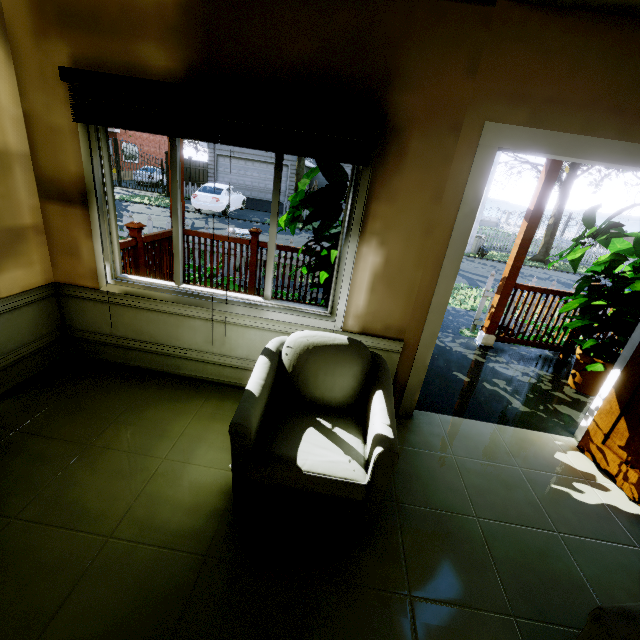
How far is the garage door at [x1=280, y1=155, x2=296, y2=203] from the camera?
21.19m

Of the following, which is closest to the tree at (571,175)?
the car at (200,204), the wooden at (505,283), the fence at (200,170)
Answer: the fence at (200,170)

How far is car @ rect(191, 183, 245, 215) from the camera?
16.4 meters

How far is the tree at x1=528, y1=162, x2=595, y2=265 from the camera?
15.9m

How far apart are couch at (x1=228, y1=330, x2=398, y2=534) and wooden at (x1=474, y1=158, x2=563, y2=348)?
2.8 meters

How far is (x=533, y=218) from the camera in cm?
379

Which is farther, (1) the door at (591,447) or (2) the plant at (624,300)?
(2) the plant at (624,300)

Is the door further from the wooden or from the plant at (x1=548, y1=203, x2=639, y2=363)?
the wooden
